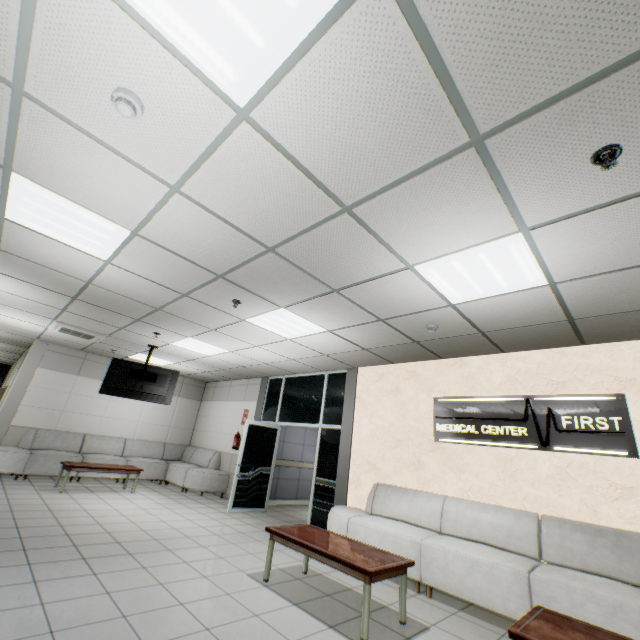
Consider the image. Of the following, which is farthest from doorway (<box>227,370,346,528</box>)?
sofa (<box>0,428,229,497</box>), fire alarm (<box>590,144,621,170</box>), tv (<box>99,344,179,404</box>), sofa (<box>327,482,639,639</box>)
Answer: fire alarm (<box>590,144,621,170</box>)

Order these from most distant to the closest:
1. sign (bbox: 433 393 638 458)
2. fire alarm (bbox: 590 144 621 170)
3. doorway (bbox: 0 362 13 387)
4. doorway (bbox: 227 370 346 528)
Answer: doorway (bbox: 0 362 13 387) → doorway (bbox: 227 370 346 528) → sign (bbox: 433 393 638 458) → fire alarm (bbox: 590 144 621 170)

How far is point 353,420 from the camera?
6.67m

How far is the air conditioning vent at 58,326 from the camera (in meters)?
6.80

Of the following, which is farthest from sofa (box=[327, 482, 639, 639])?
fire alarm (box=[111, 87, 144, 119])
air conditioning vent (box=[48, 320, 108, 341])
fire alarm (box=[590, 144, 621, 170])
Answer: air conditioning vent (box=[48, 320, 108, 341])

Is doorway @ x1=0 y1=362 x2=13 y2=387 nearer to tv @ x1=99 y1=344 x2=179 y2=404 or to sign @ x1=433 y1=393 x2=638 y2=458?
tv @ x1=99 y1=344 x2=179 y2=404

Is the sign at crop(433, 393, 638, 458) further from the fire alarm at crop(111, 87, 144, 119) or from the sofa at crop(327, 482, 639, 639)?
the fire alarm at crop(111, 87, 144, 119)

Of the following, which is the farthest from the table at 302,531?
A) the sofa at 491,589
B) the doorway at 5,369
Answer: the doorway at 5,369
